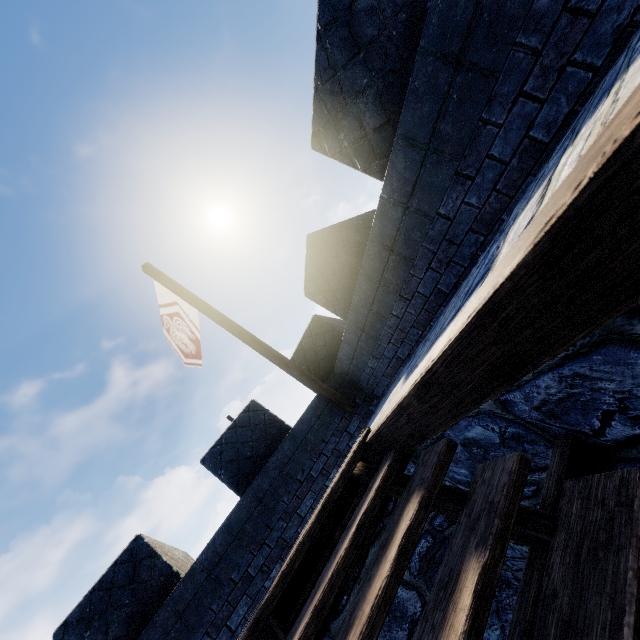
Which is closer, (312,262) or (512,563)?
(512,563)

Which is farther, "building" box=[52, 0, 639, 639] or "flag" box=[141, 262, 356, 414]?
"flag" box=[141, 262, 356, 414]

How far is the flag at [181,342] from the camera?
5.88m

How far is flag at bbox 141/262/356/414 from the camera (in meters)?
5.88

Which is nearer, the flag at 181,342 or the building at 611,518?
the building at 611,518

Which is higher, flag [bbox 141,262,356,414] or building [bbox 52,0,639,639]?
flag [bbox 141,262,356,414]
